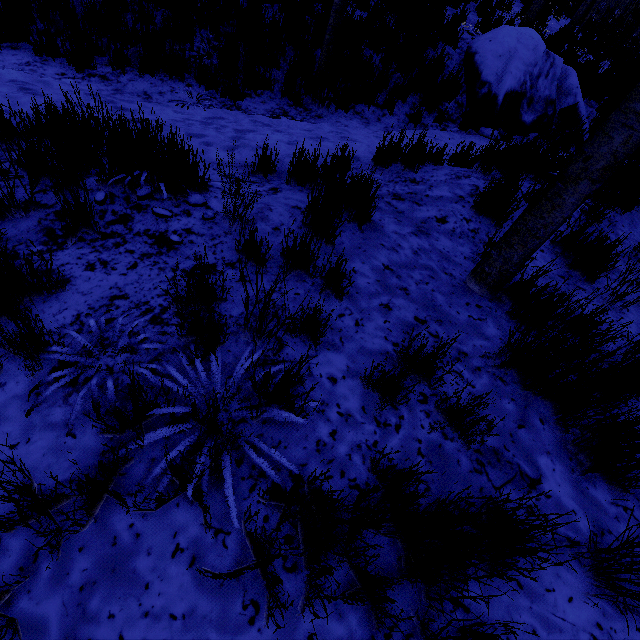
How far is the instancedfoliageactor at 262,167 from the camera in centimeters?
359cm

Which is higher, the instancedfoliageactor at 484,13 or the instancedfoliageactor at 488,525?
the instancedfoliageactor at 484,13

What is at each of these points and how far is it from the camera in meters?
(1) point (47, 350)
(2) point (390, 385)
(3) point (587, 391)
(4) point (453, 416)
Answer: (1) instancedfoliageactor, 1.6
(2) instancedfoliageactor, 1.8
(3) instancedfoliageactor, 1.9
(4) instancedfoliageactor, 1.8

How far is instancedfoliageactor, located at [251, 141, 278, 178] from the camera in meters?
3.6 m

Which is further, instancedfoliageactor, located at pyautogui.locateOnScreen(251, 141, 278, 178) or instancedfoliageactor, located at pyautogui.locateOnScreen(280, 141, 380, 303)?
instancedfoliageactor, located at pyautogui.locateOnScreen(251, 141, 278, 178)

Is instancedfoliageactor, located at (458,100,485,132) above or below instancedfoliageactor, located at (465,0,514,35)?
below

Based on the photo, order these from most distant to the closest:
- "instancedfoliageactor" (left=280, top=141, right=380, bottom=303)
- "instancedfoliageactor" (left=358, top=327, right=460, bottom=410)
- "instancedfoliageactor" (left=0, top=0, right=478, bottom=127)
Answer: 1. "instancedfoliageactor" (left=0, top=0, right=478, bottom=127)
2. "instancedfoliageactor" (left=280, top=141, right=380, bottom=303)
3. "instancedfoliageactor" (left=358, top=327, right=460, bottom=410)
